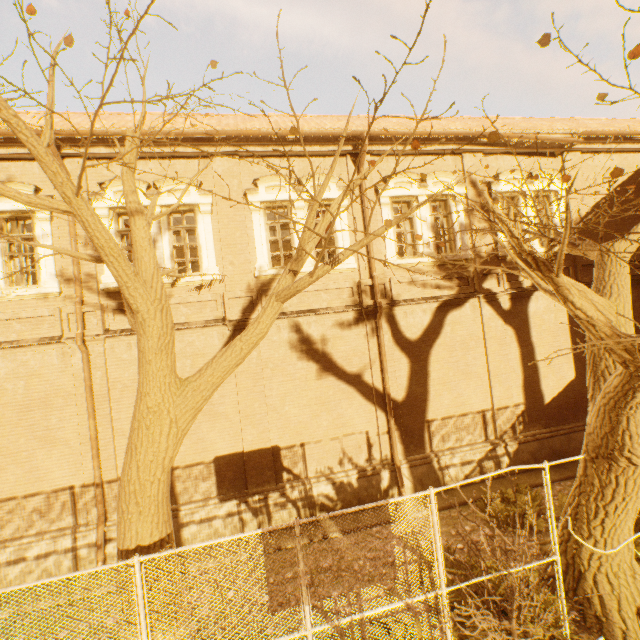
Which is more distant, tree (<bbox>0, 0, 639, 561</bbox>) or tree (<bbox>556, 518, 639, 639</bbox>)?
tree (<bbox>556, 518, 639, 639</bbox>)

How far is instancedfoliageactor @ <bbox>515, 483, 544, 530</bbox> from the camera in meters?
8.0 m

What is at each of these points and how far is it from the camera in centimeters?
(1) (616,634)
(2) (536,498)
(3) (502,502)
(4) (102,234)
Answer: (1) tree, 502cm
(2) instancedfoliageactor, 871cm
(3) instancedfoliageactor, 882cm
(4) tree, 404cm

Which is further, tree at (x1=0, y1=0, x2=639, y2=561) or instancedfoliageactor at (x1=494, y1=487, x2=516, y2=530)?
instancedfoliageactor at (x1=494, y1=487, x2=516, y2=530)

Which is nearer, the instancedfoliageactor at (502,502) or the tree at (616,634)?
the tree at (616,634)

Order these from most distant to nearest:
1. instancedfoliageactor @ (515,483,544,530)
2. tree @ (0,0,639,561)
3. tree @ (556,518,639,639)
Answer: instancedfoliageactor @ (515,483,544,530)
tree @ (556,518,639,639)
tree @ (0,0,639,561)

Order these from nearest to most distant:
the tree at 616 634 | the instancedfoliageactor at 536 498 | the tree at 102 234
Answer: the tree at 102 234, the tree at 616 634, the instancedfoliageactor at 536 498
